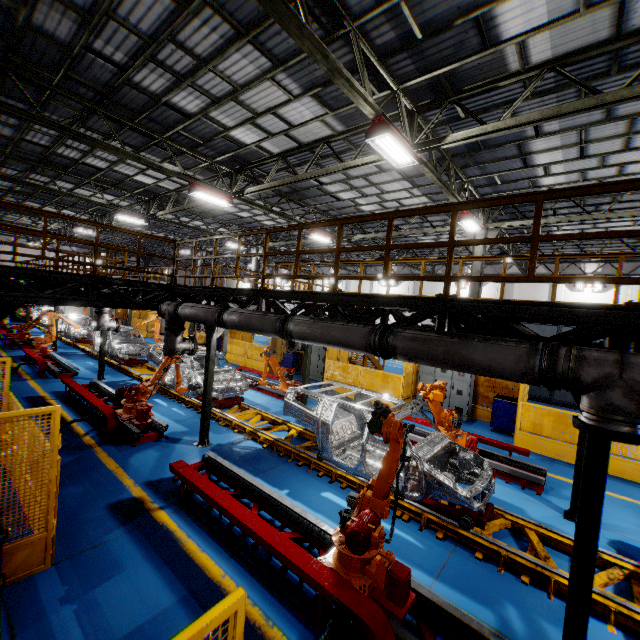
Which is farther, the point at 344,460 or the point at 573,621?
the point at 344,460

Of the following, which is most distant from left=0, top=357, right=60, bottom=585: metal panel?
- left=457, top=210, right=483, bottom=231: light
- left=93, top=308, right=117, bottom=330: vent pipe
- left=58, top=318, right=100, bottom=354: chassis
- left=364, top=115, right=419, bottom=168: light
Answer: left=364, top=115, right=419, bottom=168: light

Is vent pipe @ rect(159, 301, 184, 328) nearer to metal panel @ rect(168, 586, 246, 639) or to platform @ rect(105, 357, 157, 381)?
platform @ rect(105, 357, 157, 381)

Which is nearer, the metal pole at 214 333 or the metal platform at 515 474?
the metal platform at 515 474

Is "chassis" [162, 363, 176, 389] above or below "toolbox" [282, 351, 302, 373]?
below

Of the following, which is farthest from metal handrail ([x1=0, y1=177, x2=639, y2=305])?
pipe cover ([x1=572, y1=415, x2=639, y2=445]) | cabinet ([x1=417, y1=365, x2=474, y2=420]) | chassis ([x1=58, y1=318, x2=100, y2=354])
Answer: cabinet ([x1=417, y1=365, x2=474, y2=420])

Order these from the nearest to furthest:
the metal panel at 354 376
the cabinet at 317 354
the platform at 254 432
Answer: the platform at 254 432
the metal panel at 354 376
the cabinet at 317 354

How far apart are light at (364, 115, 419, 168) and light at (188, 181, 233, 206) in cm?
696
